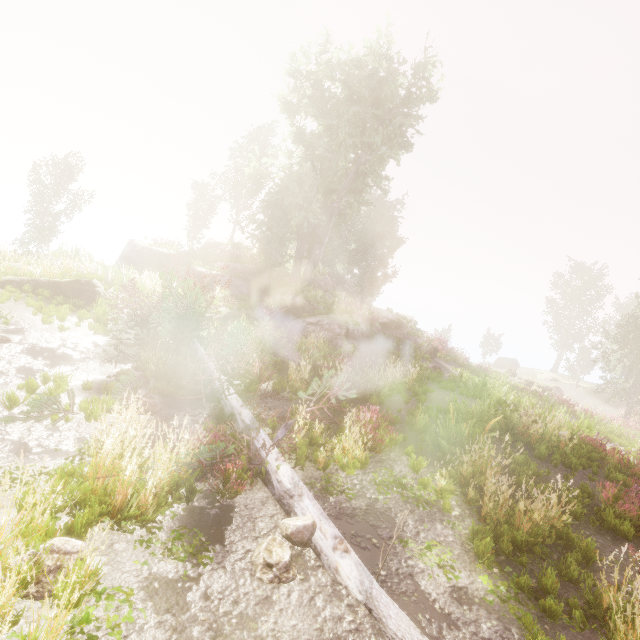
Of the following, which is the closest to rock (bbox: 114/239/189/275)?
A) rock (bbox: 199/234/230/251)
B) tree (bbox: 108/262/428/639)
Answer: rock (bbox: 199/234/230/251)

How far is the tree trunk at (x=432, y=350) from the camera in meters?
20.8

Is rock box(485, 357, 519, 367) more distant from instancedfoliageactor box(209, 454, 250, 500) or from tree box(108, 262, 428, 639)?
tree box(108, 262, 428, 639)

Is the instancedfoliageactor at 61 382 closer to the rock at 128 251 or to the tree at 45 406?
the tree at 45 406

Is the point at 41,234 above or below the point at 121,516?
above

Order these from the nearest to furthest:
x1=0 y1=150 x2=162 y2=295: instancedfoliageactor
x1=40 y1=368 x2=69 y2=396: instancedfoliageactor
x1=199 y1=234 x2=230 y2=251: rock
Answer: x1=40 y1=368 x2=69 y2=396: instancedfoliageactor → x1=0 y1=150 x2=162 y2=295: instancedfoliageactor → x1=199 y1=234 x2=230 y2=251: rock

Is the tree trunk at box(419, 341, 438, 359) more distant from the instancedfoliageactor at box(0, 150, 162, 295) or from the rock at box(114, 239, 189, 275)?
the rock at box(114, 239, 189, 275)

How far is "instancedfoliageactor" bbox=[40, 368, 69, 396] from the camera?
6.91m
